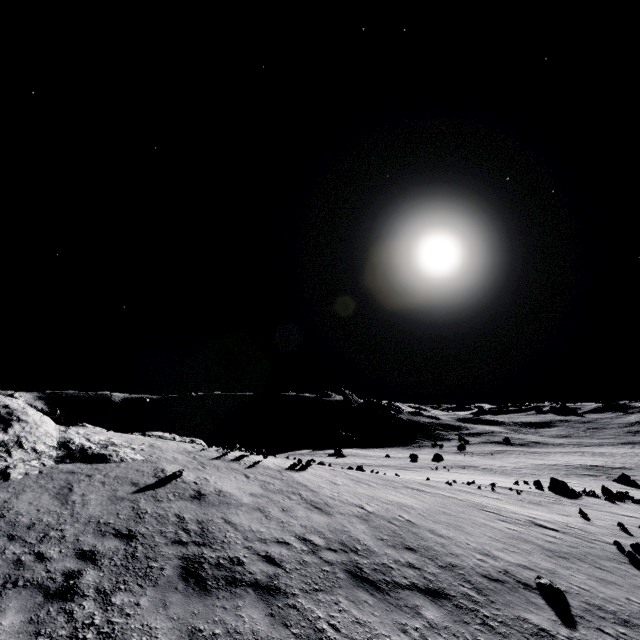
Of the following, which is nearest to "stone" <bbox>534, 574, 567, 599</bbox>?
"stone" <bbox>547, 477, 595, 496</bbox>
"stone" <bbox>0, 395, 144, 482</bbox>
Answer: "stone" <bbox>0, 395, 144, 482</bbox>

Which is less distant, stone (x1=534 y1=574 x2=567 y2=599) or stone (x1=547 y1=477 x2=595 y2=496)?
stone (x1=534 y1=574 x2=567 y2=599)

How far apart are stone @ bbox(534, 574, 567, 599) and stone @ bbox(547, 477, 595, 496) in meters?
22.0

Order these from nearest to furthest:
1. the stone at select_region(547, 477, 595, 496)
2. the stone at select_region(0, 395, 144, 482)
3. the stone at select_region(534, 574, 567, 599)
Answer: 1. the stone at select_region(534, 574, 567, 599)
2. the stone at select_region(0, 395, 144, 482)
3. the stone at select_region(547, 477, 595, 496)

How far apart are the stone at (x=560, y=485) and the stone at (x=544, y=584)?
→ 22.0 meters

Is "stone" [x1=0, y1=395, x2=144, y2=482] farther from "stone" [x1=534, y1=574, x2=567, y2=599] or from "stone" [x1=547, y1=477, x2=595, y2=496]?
"stone" [x1=547, y1=477, x2=595, y2=496]

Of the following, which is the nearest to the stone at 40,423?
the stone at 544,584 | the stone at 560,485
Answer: the stone at 544,584

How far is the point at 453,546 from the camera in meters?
10.9 m
